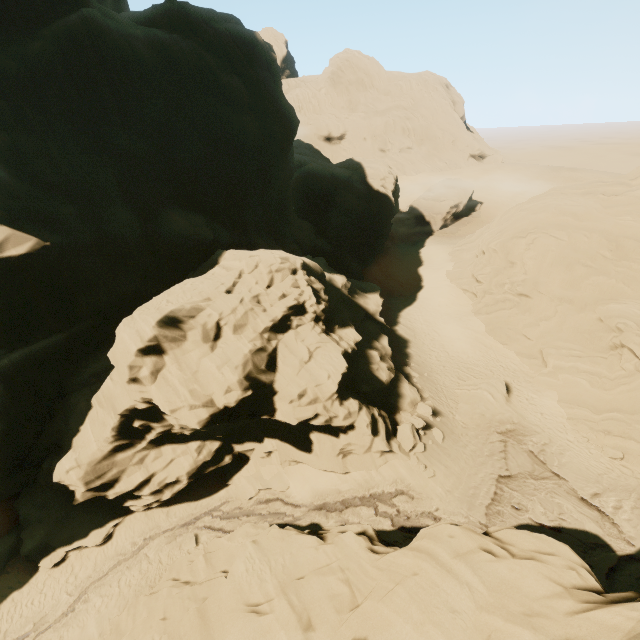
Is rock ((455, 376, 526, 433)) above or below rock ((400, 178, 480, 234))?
below

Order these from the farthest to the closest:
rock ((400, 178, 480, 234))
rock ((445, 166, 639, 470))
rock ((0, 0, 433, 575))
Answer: rock ((400, 178, 480, 234)) < rock ((445, 166, 639, 470)) < rock ((0, 0, 433, 575))

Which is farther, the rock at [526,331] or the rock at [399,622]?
the rock at [526,331]

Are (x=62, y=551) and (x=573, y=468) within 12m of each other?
no

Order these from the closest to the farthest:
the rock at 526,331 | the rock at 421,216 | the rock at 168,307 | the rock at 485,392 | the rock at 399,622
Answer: the rock at 399,622 < the rock at 168,307 < the rock at 526,331 < the rock at 485,392 < the rock at 421,216

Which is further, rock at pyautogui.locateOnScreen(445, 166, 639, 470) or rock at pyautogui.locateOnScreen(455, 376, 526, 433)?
rock at pyautogui.locateOnScreen(455, 376, 526, 433)

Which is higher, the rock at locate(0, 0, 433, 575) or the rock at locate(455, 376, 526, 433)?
the rock at locate(0, 0, 433, 575)
